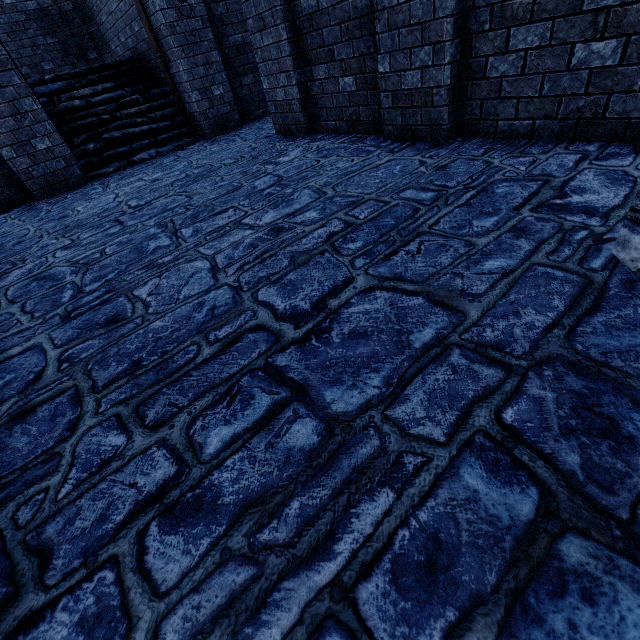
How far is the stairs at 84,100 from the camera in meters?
7.0

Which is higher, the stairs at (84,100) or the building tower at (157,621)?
the stairs at (84,100)

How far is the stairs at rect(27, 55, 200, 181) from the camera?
7.0 meters

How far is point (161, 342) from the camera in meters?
2.0 m

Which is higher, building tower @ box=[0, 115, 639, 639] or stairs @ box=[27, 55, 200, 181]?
stairs @ box=[27, 55, 200, 181]

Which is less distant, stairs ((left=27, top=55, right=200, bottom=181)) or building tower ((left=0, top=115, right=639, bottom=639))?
building tower ((left=0, top=115, right=639, bottom=639))
